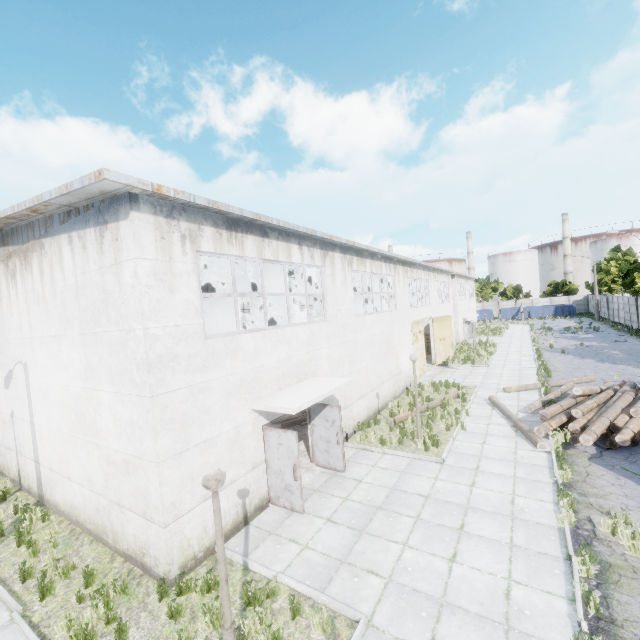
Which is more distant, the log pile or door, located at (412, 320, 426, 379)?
door, located at (412, 320, 426, 379)

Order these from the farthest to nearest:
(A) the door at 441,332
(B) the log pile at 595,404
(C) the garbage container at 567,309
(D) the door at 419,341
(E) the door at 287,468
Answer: (C) the garbage container at 567,309, (A) the door at 441,332, (D) the door at 419,341, (B) the log pile at 595,404, (E) the door at 287,468

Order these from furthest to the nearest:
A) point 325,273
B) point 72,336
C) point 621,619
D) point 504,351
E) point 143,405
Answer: point 504,351, point 325,273, point 72,336, point 143,405, point 621,619

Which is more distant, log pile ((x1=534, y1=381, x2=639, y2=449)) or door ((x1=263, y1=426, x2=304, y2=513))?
log pile ((x1=534, y1=381, x2=639, y2=449))

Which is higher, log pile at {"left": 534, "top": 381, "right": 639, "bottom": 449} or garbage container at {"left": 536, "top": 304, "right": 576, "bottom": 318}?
garbage container at {"left": 536, "top": 304, "right": 576, "bottom": 318}

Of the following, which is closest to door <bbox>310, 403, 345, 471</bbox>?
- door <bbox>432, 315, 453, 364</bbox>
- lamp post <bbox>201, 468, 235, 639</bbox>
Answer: lamp post <bbox>201, 468, 235, 639</bbox>

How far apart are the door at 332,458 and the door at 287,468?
2.1m

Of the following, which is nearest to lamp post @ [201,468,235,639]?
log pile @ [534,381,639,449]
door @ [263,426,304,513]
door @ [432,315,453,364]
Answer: door @ [263,426,304,513]
